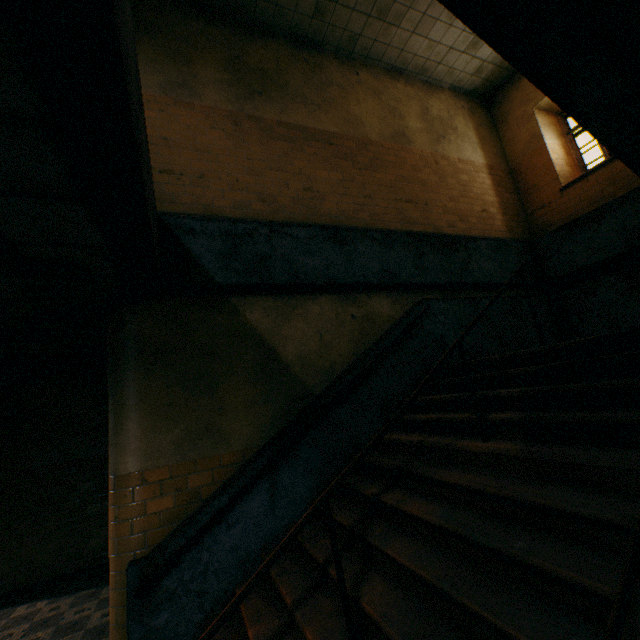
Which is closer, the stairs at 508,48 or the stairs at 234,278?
the stairs at 508,48

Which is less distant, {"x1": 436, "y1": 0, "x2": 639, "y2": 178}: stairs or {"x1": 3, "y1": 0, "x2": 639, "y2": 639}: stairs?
{"x1": 436, "y1": 0, "x2": 639, "y2": 178}: stairs

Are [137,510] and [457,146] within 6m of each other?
no
